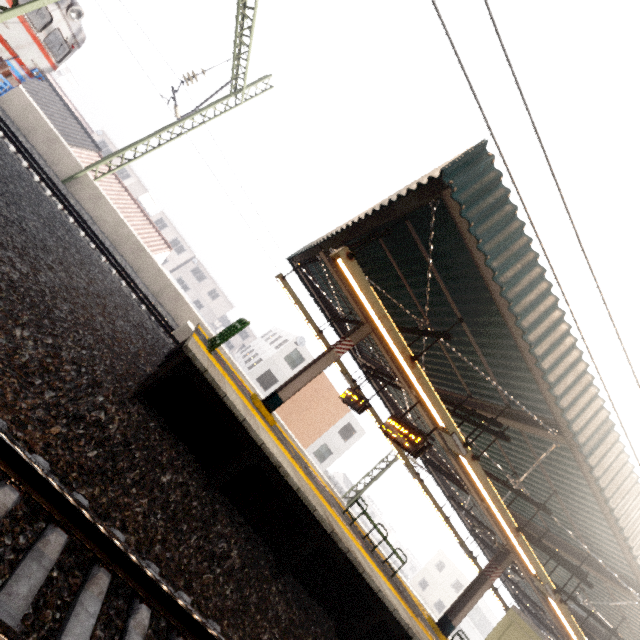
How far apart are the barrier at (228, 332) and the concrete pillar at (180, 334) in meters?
4.9

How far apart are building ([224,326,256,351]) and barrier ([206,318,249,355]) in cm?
4466

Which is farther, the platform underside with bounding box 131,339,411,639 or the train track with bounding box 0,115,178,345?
the train track with bounding box 0,115,178,345

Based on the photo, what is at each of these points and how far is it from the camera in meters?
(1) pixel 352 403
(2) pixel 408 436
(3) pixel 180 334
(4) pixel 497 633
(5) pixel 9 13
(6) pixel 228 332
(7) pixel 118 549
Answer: (1) sign, 10.4 m
(2) sign, 7.6 m
(3) concrete pillar, 12.2 m
(4) elevator, 12.7 m
(5) power line, 6.2 m
(6) barrier, 7.4 m
(7) train track, 2.8 m

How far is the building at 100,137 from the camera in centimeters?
4350cm

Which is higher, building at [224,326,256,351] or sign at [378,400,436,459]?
sign at [378,400,436,459]

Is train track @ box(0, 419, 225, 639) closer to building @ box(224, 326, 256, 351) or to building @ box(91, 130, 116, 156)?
building @ box(91, 130, 116, 156)

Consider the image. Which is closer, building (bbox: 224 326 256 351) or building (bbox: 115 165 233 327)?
building (bbox: 115 165 233 327)
